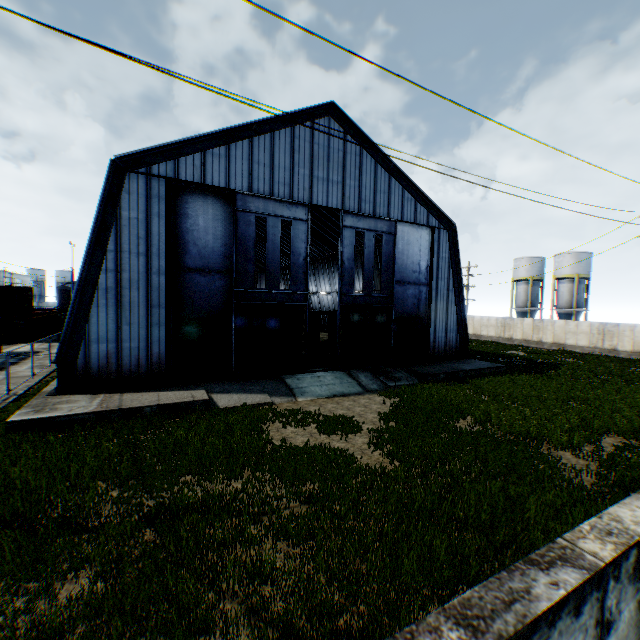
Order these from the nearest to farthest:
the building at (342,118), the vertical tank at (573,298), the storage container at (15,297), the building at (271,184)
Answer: the building at (271,184) < the building at (342,118) < the storage container at (15,297) < the vertical tank at (573,298)

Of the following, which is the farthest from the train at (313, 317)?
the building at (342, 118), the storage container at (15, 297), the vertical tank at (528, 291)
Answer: the vertical tank at (528, 291)

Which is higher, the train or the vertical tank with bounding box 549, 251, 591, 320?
the vertical tank with bounding box 549, 251, 591, 320

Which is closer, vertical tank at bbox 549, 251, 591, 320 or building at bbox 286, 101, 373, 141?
building at bbox 286, 101, 373, 141

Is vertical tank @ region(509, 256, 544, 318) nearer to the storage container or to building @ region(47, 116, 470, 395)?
building @ region(47, 116, 470, 395)

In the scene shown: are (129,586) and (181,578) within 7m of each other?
yes

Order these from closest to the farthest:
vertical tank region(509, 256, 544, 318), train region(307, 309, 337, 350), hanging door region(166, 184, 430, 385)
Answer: hanging door region(166, 184, 430, 385)
train region(307, 309, 337, 350)
vertical tank region(509, 256, 544, 318)

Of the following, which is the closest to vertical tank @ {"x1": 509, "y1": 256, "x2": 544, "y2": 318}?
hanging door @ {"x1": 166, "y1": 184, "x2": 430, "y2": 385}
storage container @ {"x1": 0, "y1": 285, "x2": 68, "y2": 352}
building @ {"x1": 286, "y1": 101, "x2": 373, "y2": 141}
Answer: building @ {"x1": 286, "y1": 101, "x2": 373, "y2": 141}
